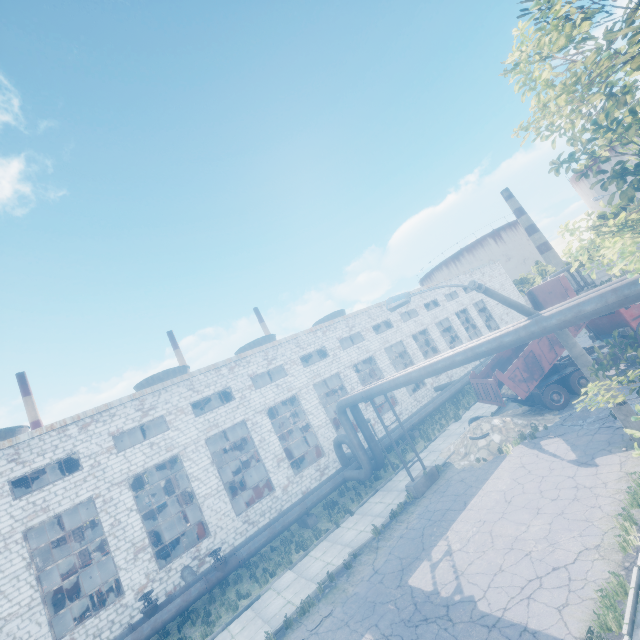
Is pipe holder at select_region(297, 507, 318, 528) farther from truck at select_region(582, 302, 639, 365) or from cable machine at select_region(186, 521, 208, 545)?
truck at select_region(582, 302, 639, 365)

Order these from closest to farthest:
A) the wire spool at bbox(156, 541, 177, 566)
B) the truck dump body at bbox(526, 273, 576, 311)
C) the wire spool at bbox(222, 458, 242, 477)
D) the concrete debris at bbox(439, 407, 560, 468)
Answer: the concrete debris at bbox(439, 407, 560, 468)
the truck dump body at bbox(526, 273, 576, 311)
the wire spool at bbox(156, 541, 177, 566)
the wire spool at bbox(222, 458, 242, 477)

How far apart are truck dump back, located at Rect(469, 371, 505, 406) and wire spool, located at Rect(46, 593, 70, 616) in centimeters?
3224cm

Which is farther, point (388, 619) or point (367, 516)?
point (367, 516)

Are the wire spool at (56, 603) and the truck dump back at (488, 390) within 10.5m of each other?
no

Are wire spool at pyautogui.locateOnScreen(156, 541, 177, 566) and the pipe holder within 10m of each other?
yes

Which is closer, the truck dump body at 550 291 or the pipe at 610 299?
the pipe at 610 299

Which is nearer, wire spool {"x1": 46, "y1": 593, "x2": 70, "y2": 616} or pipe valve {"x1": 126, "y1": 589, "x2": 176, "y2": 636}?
pipe valve {"x1": 126, "y1": 589, "x2": 176, "y2": 636}
